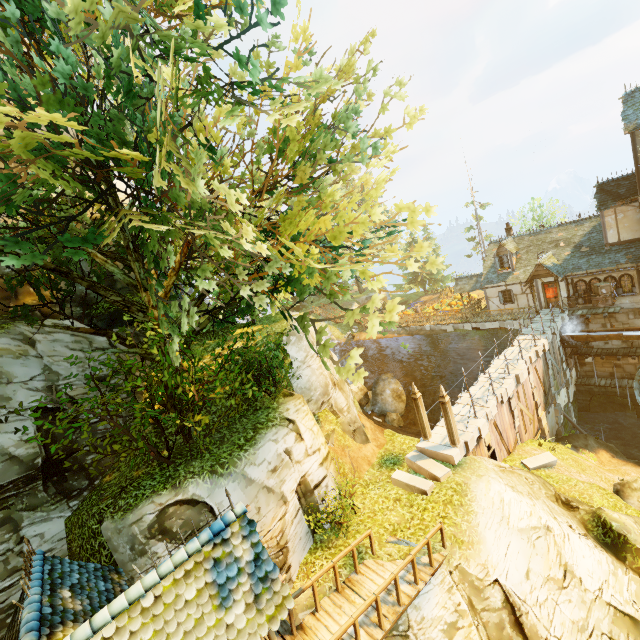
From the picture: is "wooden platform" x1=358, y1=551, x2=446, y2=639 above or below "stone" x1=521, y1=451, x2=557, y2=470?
above

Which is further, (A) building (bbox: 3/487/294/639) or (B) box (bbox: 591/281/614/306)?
(B) box (bbox: 591/281/614/306)

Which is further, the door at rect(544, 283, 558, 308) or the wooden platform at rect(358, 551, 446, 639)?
the door at rect(544, 283, 558, 308)

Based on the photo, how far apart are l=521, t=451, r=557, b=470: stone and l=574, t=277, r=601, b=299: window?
14.1 meters

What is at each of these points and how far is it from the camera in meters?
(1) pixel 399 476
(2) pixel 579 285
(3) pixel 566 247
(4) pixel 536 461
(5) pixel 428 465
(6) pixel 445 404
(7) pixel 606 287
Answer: (1) stone, 13.2 m
(2) window, 24.4 m
(3) building, 25.6 m
(4) stone, 16.0 m
(5) stone, 13.1 m
(6) pillar, 13.0 m
(7) box, 22.6 m

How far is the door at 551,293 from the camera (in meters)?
25.69

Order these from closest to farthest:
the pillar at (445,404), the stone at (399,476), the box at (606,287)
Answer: the stone at (399,476) → the pillar at (445,404) → the box at (606,287)

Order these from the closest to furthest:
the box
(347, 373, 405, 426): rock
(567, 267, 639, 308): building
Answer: (567, 267, 639, 308): building, the box, (347, 373, 405, 426): rock
